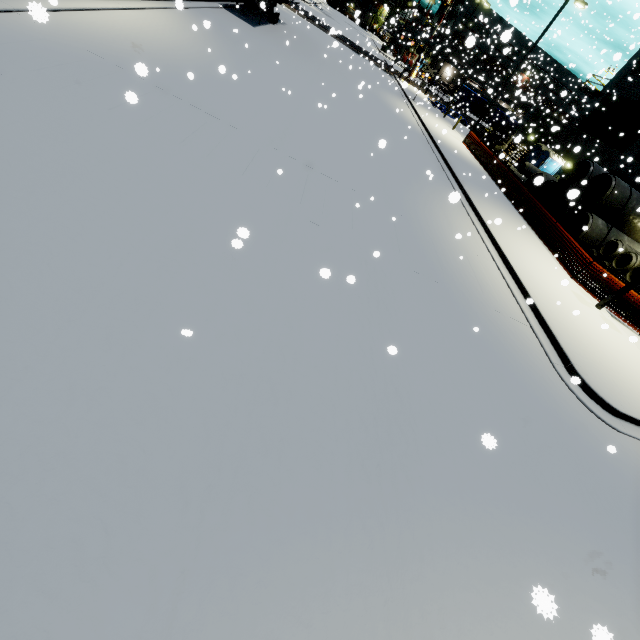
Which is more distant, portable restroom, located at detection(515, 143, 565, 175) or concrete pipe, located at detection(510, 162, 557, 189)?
portable restroom, located at detection(515, 143, 565, 175)

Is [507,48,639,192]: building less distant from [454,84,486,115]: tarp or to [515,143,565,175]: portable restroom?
[515,143,565,175]: portable restroom

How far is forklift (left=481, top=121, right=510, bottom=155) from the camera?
34.0m

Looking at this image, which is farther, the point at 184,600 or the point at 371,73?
the point at 371,73

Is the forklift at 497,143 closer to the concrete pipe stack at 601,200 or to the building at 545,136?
the building at 545,136

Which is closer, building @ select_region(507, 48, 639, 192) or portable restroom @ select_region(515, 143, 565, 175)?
building @ select_region(507, 48, 639, 192)

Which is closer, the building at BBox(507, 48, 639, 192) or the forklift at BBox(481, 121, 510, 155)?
the building at BBox(507, 48, 639, 192)

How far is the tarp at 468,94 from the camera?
40.5m
